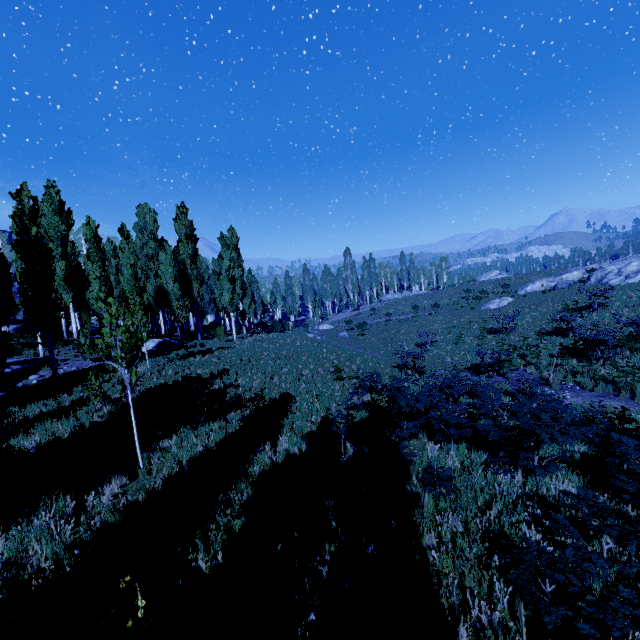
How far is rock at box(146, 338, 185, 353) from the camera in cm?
2150

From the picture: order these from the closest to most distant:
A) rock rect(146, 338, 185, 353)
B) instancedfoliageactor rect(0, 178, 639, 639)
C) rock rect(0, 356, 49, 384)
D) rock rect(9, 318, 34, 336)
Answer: instancedfoliageactor rect(0, 178, 639, 639), rock rect(0, 356, 49, 384), rock rect(146, 338, 185, 353), rock rect(9, 318, 34, 336)

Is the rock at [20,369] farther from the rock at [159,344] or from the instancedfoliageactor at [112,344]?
the rock at [159,344]

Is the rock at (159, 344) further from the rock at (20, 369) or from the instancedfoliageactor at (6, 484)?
the instancedfoliageactor at (6, 484)

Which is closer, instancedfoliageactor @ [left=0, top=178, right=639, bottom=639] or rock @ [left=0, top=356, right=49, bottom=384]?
instancedfoliageactor @ [left=0, top=178, right=639, bottom=639]

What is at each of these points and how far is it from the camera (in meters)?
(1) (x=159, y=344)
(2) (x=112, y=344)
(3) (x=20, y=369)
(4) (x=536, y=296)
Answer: (1) rock, 21.92
(2) instancedfoliageactor, 7.20
(3) rock, 14.59
(4) instancedfoliageactor, 33.56

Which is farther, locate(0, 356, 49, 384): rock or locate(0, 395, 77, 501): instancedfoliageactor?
locate(0, 356, 49, 384): rock

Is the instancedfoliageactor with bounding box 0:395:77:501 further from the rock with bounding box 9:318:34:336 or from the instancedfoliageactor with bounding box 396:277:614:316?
the rock with bounding box 9:318:34:336
